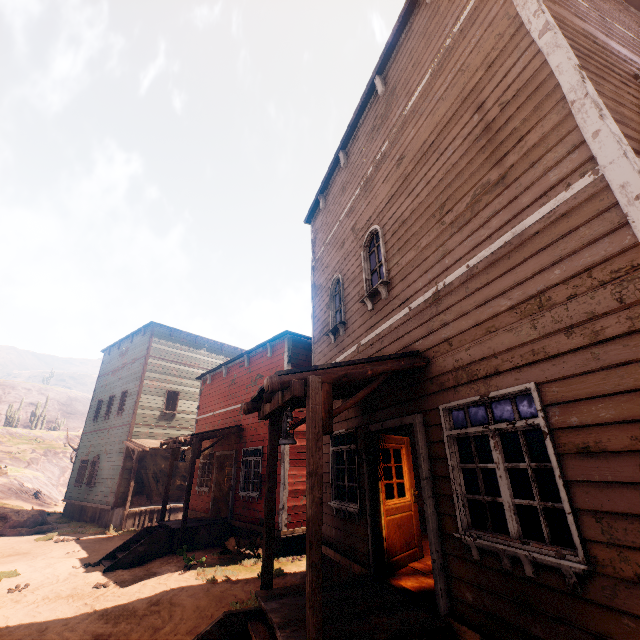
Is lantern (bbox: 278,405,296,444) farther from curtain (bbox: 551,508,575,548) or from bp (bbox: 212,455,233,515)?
bp (bbox: 212,455,233,515)

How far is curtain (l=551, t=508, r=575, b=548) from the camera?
2.88m

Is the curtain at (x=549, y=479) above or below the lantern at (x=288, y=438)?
below

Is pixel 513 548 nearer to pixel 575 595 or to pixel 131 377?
pixel 575 595

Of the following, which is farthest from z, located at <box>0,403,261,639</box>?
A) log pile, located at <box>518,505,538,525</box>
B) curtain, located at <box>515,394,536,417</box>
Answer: curtain, located at <box>515,394,536,417</box>

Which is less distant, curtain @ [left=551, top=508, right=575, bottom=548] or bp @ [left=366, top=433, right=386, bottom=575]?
curtain @ [left=551, top=508, right=575, bottom=548]

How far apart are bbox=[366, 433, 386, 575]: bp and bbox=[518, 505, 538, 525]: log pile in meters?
6.3 m

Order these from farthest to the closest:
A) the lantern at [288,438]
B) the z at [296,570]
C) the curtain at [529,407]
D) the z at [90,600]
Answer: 1. the z at [296,570]
2. the z at [90,600]
3. the lantern at [288,438]
4. the curtain at [529,407]
